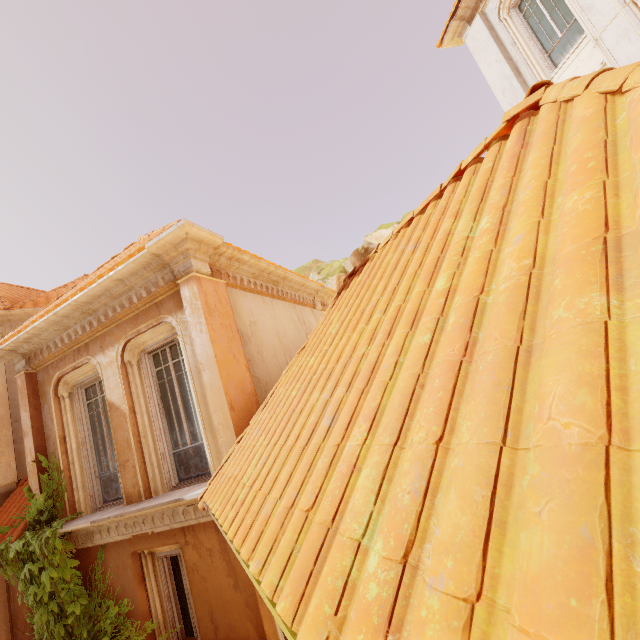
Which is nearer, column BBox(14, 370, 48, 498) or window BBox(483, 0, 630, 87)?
column BBox(14, 370, 48, 498)

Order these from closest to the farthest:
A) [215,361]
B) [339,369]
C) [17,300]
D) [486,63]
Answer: [339,369]
[215,361]
[17,300]
[486,63]

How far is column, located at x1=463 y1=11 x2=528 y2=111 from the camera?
9.69m

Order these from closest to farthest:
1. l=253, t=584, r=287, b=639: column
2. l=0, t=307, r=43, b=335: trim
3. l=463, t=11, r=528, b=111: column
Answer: l=253, t=584, r=287, b=639: column, l=0, t=307, r=43, b=335: trim, l=463, t=11, r=528, b=111: column

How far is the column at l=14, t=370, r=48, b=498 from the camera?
6.67m

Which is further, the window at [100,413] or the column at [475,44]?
the column at [475,44]

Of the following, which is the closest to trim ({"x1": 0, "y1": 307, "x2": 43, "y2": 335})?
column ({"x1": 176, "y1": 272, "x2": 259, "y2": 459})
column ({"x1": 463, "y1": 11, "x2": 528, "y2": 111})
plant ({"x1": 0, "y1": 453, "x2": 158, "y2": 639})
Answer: plant ({"x1": 0, "y1": 453, "x2": 158, "y2": 639})

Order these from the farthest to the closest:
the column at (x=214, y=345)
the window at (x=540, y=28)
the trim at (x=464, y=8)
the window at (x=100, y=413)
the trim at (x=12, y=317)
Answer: the trim at (x=464, y=8), the trim at (x=12, y=317), the window at (x=540, y=28), the window at (x=100, y=413), the column at (x=214, y=345)
